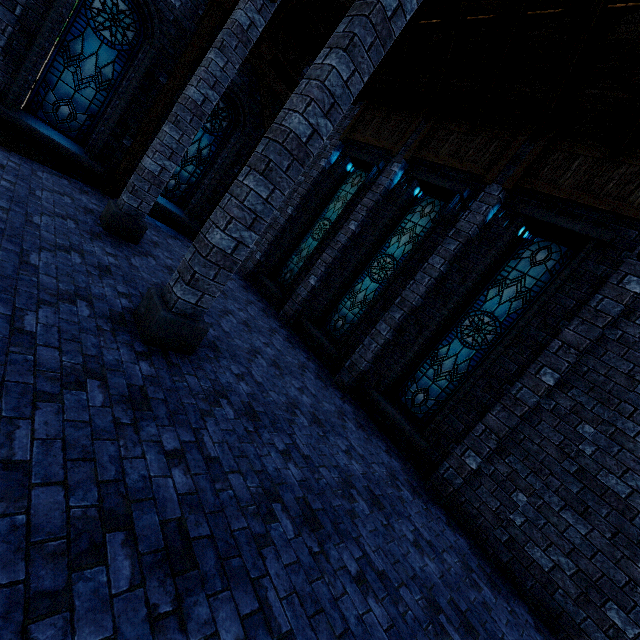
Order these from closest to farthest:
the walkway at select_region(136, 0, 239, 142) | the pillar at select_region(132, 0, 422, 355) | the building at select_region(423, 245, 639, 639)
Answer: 1. the pillar at select_region(132, 0, 422, 355)
2. the building at select_region(423, 245, 639, 639)
3. the walkway at select_region(136, 0, 239, 142)

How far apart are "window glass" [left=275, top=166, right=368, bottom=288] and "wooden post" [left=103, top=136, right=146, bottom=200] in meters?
5.0 m

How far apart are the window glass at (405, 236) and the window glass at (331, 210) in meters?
1.9 m

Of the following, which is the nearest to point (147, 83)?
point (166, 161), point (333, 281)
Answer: point (166, 161)

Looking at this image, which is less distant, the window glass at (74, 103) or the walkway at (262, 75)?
the window glass at (74, 103)

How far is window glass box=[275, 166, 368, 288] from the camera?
10.42m

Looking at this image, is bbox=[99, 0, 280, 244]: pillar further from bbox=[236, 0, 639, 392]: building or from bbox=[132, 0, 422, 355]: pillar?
bbox=[132, 0, 422, 355]: pillar

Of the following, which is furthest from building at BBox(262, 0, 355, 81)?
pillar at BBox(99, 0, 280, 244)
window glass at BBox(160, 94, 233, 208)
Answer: window glass at BBox(160, 94, 233, 208)
